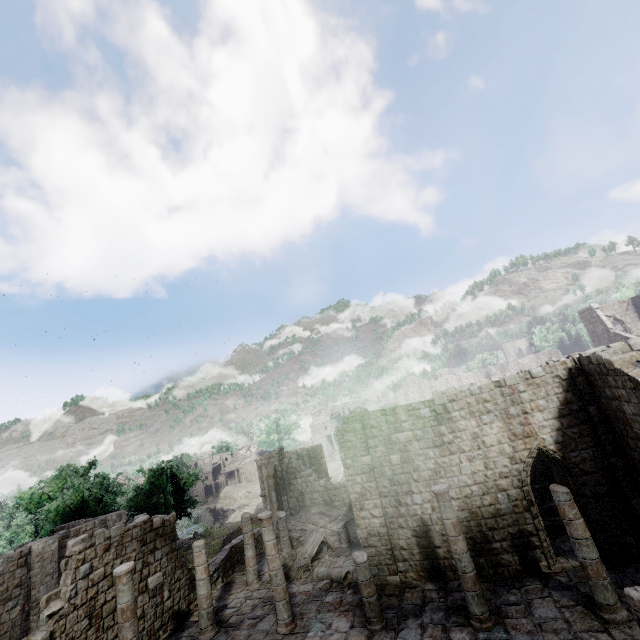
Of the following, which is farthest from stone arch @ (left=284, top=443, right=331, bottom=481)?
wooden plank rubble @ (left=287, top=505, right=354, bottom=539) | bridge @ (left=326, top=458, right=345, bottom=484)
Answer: wooden plank rubble @ (left=287, top=505, right=354, bottom=539)

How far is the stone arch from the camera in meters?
34.1

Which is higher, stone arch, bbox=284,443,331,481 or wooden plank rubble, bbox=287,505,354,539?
stone arch, bbox=284,443,331,481

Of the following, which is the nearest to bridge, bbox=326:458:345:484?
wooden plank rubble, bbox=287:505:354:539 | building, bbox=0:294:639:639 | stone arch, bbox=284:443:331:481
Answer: stone arch, bbox=284:443:331:481

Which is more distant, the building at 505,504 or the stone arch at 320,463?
the stone arch at 320,463

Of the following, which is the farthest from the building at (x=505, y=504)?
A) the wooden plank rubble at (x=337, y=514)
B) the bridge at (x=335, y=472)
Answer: the bridge at (x=335, y=472)

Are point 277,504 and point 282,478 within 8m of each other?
yes

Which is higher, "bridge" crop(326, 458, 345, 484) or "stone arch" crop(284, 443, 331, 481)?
"stone arch" crop(284, 443, 331, 481)
